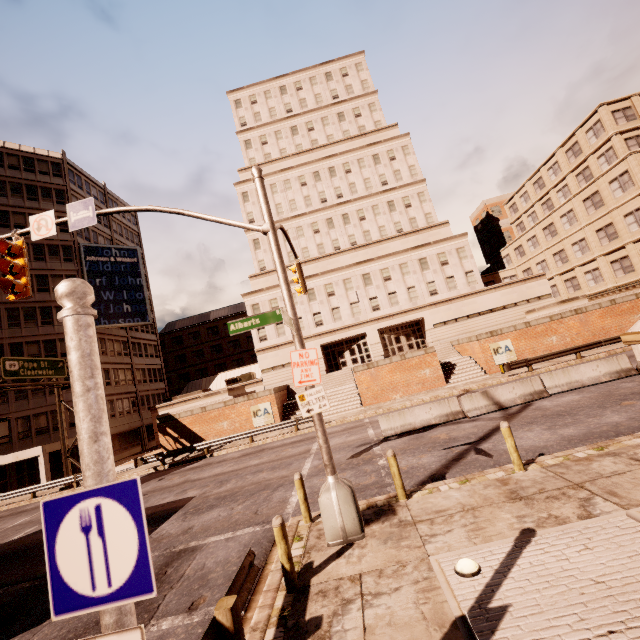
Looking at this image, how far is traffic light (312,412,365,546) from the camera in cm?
683

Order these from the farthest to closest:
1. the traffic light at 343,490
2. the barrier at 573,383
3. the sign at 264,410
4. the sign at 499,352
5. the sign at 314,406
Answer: the sign at 264,410, the sign at 499,352, the barrier at 573,383, the sign at 314,406, the traffic light at 343,490

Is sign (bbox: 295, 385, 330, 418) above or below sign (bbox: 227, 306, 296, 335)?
below

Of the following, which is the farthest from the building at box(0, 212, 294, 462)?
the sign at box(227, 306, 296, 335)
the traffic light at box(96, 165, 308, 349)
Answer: the sign at box(227, 306, 296, 335)

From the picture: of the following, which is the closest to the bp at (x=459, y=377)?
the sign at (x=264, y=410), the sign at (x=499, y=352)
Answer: the sign at (x=499, y=352)

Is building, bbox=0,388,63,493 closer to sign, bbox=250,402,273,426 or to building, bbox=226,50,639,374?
building, bbox=226,50,639,374

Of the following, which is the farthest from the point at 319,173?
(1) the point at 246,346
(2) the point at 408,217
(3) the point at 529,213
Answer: (1) the point at 246,346

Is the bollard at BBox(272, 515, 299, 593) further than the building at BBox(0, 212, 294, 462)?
No
